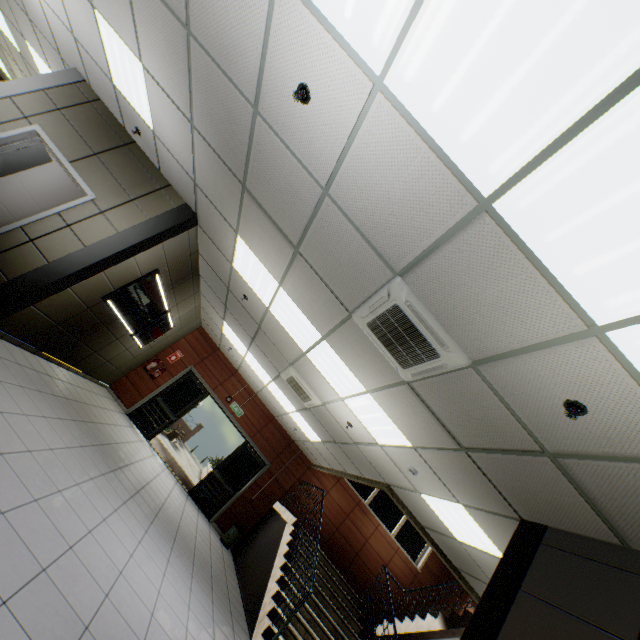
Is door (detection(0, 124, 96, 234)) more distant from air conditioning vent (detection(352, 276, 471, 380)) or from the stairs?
the stairs

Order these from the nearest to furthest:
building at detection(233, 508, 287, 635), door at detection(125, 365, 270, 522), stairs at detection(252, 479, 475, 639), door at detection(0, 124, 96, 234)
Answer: door at detection(0, 124, 96, 234) < stairs at detection(252, 479, 475, 639) < building at detection(233, 508, 287, 635) < door at detection(125, 365, 270, 522)

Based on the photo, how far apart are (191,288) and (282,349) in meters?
3.2 m

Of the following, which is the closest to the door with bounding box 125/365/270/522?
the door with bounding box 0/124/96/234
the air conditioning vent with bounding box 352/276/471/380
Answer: the door with bounding box 0/124/96/234

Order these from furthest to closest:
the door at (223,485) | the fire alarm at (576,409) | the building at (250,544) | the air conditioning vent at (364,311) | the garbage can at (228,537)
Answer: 1. the door at (223,485)
2. the garbage can at (228,537)
3. the building at (250,544)
4. the air conditioning vent at (364,311)
5. the fire alarm at (576,409)

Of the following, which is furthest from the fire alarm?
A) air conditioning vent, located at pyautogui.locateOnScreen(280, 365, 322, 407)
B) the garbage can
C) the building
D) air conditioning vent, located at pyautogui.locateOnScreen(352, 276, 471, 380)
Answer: the garbage can

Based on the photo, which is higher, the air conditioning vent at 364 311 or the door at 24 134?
the air conditioning vent at 364 311

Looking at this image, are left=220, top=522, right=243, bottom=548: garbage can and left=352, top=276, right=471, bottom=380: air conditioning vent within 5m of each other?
no
